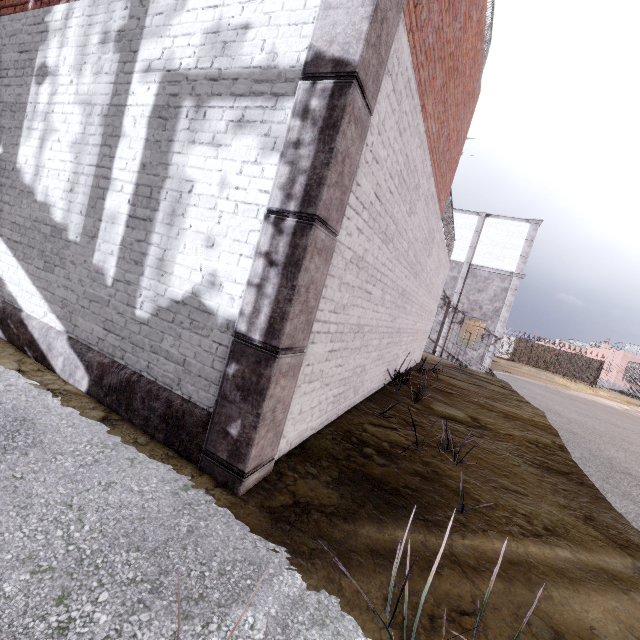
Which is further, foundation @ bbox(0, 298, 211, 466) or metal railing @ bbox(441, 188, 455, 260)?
metal railing @ bbox(441, 188, 455, 260)

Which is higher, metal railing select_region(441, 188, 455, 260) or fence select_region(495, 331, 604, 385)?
metal railing select_region(441, 188, 455, 260)

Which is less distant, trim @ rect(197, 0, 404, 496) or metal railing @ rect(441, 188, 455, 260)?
trim @ rect(197, 0, 404, 496)

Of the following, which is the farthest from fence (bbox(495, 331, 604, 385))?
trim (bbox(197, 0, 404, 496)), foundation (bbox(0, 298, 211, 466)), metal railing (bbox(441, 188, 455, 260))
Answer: trim (bbox(197, 0, 404, 496))

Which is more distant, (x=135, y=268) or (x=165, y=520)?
(x=135, y=268)

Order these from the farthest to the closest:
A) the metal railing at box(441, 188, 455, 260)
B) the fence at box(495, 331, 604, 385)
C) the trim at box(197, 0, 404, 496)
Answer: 1. the fence at box(495, 331, 604, 385)
2. the metal railing at box(441, 188, 455, 260)
3. the trim at box(197, 0, 404, 496)

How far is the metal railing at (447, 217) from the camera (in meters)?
8.48

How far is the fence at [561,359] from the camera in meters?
34.8
